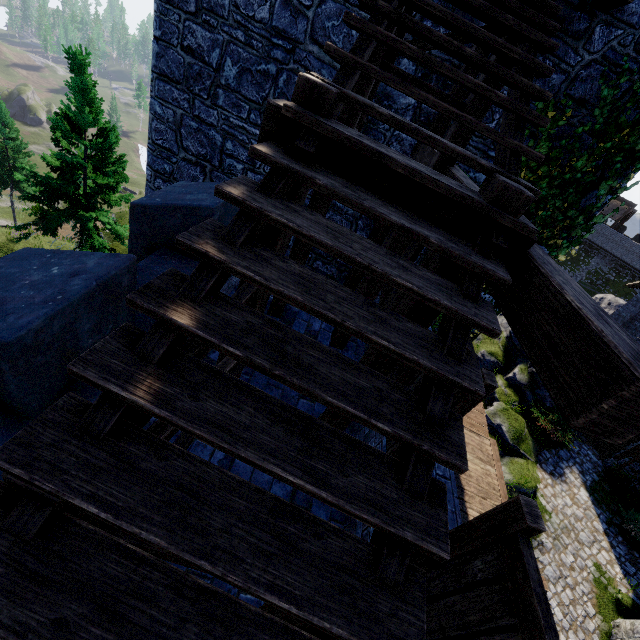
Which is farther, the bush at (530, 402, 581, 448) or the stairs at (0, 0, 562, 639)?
the bush at (530, 402, 581, 448)

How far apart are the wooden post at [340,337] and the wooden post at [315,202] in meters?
1.1

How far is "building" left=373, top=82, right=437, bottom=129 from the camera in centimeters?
606cm

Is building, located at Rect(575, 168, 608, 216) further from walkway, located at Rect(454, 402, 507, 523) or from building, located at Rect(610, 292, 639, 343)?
building, located at Rect(610, 292, 639, 343)

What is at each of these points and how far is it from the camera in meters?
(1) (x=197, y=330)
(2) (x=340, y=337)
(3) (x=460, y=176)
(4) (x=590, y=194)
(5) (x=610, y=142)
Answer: (1) stairs, 1.5 m
(2) wooden post, 6.3 m
(3) wooden beam, 3.9 m
(4) building, 6.1 m
(5) ivy, 5.5 m

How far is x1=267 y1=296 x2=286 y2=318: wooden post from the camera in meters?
6.2 m

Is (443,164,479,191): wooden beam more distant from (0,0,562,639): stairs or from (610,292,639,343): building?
(610,292,639,343): building

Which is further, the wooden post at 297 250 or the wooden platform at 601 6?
the wooden post at 297 250
